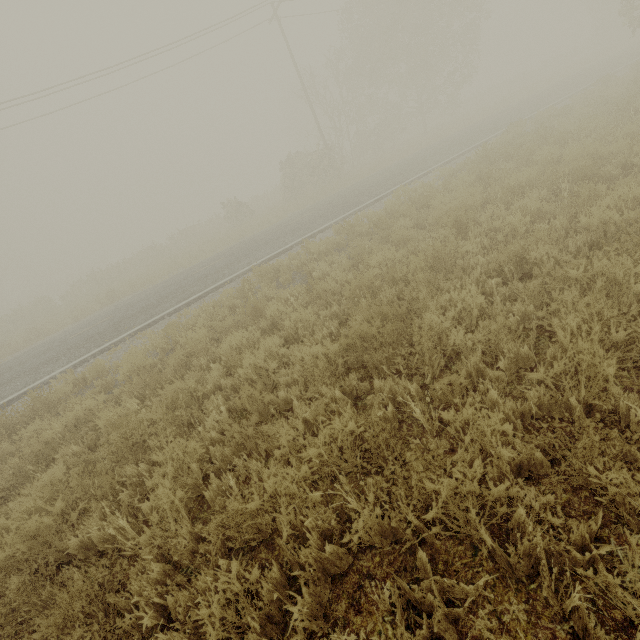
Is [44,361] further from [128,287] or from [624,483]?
[624,483]
